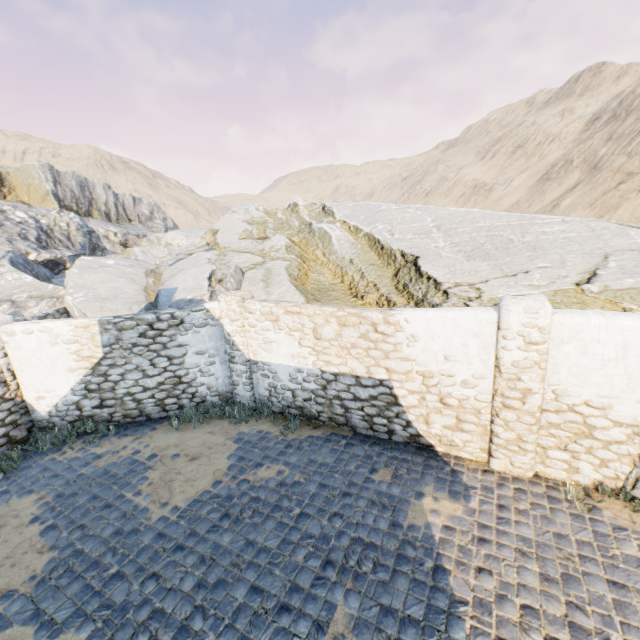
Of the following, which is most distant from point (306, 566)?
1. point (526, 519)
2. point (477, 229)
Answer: point (477, 229)

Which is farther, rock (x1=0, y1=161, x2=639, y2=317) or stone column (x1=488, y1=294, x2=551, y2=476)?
rock (x1=0, y1=161, x2=639, y2=317)

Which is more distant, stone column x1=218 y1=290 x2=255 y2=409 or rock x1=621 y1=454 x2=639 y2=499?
stone column x1=218 y1=290 x2=255 y2=409

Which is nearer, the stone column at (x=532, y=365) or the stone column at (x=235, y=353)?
the stone column at (x=532, y=365)

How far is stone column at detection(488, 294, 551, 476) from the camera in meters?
5.1 m

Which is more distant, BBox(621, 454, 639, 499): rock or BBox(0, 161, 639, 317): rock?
BBox(0, 161, 639, 317): rock

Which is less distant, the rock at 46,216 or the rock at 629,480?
the rock at 629,480

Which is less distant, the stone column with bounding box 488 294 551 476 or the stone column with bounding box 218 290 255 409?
the stone column with bounding box 488 294 551 476
